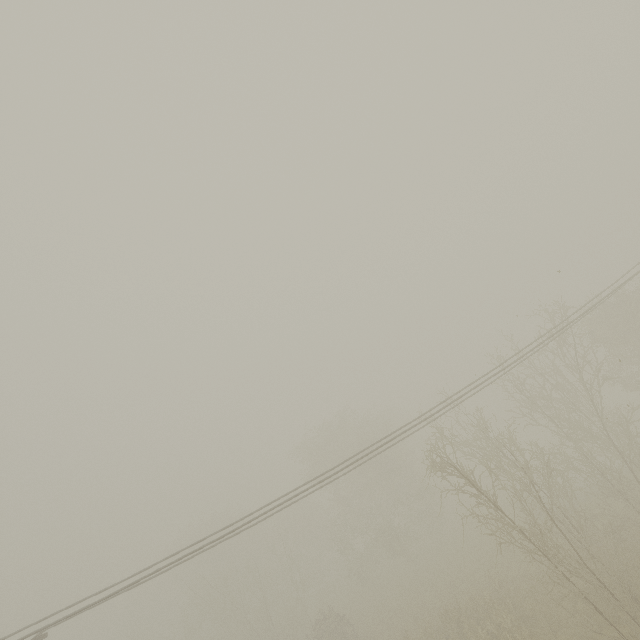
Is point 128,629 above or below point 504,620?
above
